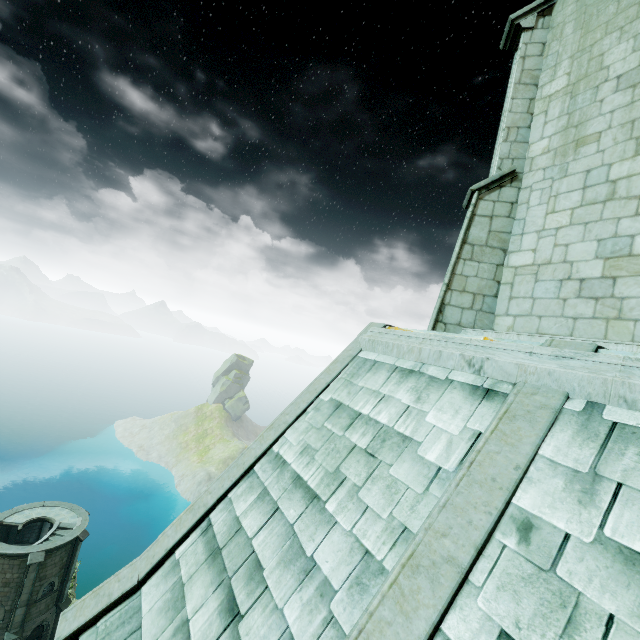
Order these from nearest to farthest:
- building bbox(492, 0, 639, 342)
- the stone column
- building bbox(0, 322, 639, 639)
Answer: building bbox(0, 322, 639, 639), building bbox(492, 0, 639, 342), the stone column

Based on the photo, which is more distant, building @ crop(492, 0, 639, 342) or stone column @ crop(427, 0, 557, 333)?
stone column @ crop(427, 0, 557, 333)

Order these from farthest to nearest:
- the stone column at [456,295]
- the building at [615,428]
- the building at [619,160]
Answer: the stone column at [456,295] < the building at [619,160] < the building at [615,428]

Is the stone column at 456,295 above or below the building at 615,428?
above

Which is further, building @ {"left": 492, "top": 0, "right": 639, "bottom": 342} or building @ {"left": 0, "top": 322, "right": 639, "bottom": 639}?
building @ {"left": 492, "top": 0, "right": 639, "bottom": 342}

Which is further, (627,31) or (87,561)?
(87,561)

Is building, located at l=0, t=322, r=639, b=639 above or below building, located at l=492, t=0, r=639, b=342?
below
